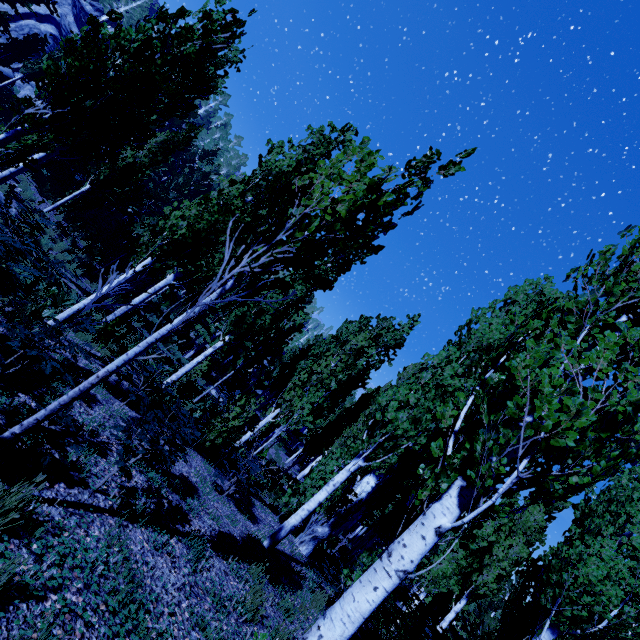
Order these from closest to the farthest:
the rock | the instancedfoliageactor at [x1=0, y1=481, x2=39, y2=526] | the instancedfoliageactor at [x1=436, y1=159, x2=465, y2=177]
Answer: the instancedfoliageactor at [x1=0, y1=481, x2=39, y2=526]
the instancedfoliageactor at [x1=436, y1=159, x2=465, y2=177]
the rock

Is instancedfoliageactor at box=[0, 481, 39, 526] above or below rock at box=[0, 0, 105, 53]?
below

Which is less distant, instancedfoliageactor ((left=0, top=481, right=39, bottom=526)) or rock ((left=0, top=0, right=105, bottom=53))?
instancedfoliageactor ((left=0, top=481, right=39, bottom=526))

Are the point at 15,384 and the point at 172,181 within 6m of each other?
no

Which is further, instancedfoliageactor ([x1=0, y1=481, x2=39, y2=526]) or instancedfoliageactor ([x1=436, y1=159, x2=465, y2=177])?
instancedfoliageactor ([x1=436, y1=159, x2=465, y2=177])

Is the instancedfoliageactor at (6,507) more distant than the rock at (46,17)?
No

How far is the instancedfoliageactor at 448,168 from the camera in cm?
335

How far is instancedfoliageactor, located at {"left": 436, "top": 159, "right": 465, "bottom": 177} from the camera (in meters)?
3.35
